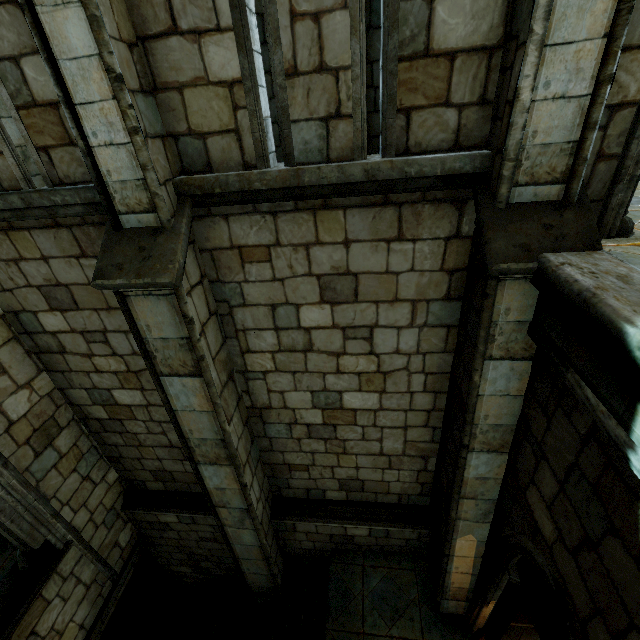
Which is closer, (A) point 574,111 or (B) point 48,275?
(A) point 574,111
